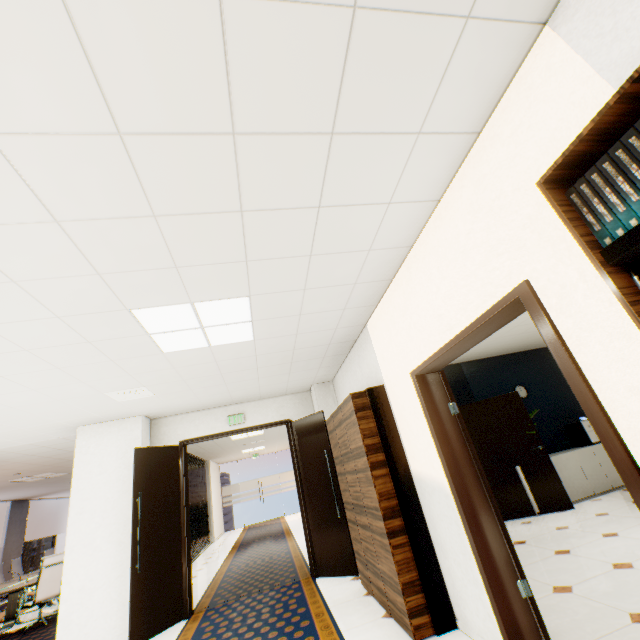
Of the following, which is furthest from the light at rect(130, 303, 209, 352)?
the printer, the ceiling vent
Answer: the printer

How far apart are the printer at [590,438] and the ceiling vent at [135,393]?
7.99m

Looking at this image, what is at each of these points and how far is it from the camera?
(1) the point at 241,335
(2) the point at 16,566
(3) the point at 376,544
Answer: (1) light, 3.6m
(2) chair, 9.6m
(3) cupboard, 3.4m

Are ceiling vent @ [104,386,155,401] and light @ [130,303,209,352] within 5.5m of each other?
yes

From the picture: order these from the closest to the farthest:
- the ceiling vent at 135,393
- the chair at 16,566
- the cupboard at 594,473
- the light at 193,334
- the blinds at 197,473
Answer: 1. the light at 193,334
2. the ceiling vent at 135,393
3. the cupboard at 594,473
4. the chair at 16,566
5. the blinds at 197,473

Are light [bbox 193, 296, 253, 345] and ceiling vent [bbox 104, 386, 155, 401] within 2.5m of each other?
yes

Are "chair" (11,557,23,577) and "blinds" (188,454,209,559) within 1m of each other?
no

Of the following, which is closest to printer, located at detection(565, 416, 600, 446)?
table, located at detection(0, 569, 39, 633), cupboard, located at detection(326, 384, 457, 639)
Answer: cupboard, located at detection(326, 384, 457, 639)
